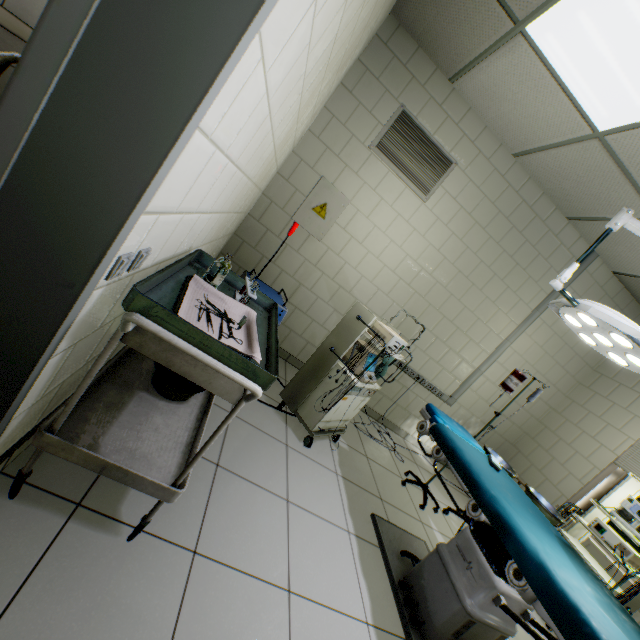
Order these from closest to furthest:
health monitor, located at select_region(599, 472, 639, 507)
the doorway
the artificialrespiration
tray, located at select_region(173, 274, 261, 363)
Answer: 1. the doorway
2. tray, located at select_region(173, 274, 261, 363)
3. the artificialrespiration
4. health monitor, located at select_region(599, 472, 639, 507)

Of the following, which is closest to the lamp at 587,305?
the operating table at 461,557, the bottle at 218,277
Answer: the operating table at 461,557

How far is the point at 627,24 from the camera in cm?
175

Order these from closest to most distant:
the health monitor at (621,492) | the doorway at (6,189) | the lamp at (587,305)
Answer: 1. the doorway at (6,189)
2. the lamp at (587,305)
3. the health monitor at (621,492)

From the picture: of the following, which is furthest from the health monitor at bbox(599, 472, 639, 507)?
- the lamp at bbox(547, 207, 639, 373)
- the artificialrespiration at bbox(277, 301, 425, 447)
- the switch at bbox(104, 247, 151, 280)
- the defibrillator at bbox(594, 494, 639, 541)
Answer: the switch at bbox(104, 247, 151, 280)

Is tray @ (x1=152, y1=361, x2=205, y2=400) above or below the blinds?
below

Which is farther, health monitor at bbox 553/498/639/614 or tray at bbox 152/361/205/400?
health monitor at bbox 553/498/639/614

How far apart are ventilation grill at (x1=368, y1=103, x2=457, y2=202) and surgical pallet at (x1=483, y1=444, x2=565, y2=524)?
2.7 meters
